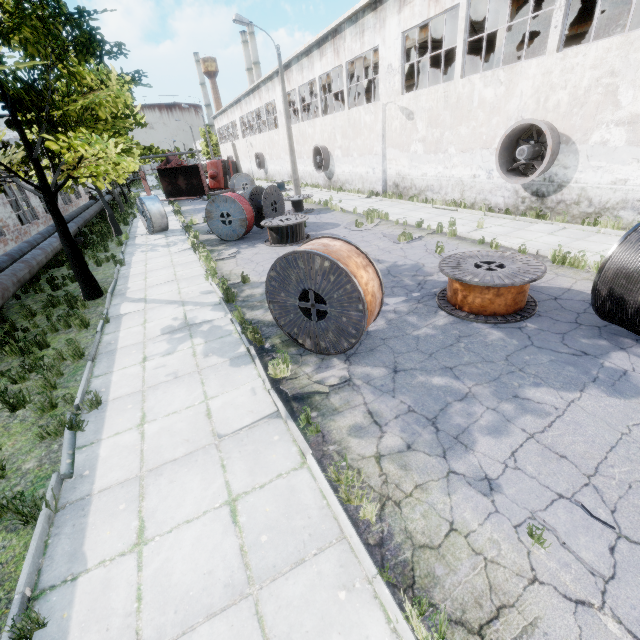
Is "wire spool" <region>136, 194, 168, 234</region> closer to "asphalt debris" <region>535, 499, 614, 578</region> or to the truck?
the truck

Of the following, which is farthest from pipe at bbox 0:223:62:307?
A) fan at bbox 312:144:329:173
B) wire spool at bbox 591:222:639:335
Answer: fan at bbox 312:144:329:173

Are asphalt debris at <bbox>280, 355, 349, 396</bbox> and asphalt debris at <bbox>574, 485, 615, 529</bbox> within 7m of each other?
yes

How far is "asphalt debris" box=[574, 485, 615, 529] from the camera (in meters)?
3.18

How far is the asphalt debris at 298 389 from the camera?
5.2m

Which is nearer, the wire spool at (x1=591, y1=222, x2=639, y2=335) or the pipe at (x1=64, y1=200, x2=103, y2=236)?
the wire spool at (x1=591, y1=222, x2=639, y2=335)

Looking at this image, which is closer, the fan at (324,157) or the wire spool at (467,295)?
the wire spool at (467,295)

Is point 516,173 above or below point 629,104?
below
